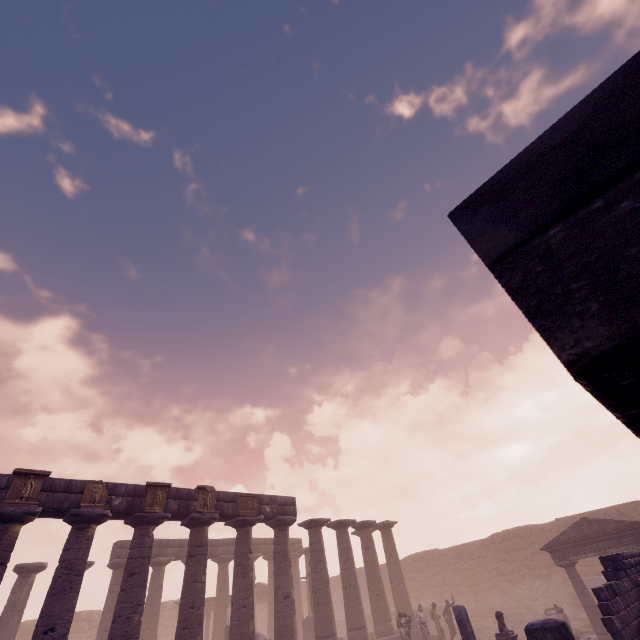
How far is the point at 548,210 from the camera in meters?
0.7 m

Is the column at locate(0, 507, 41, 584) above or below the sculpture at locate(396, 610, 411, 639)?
above

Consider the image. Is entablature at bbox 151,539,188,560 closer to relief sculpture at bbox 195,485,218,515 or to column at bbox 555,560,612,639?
relief sculpture at bbox 195,485,218,515

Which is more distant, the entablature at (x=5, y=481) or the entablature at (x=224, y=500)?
the entablature at (x=224, y=500)

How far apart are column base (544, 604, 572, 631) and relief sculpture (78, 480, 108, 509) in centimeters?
1936cm

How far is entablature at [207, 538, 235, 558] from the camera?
23.05m

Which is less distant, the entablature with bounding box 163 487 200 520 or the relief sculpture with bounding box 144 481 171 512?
the relief sculpture with bounding box 144 481 171 512

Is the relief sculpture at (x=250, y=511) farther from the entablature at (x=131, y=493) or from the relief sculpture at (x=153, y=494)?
the relief sculpture at (x=153, y=494)
